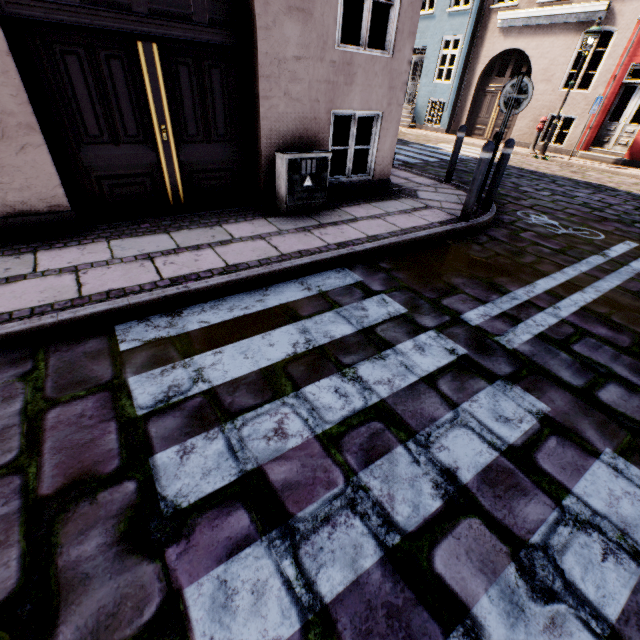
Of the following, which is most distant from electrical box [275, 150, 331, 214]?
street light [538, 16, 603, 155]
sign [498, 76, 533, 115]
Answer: street light [538, 16, 603, 155]

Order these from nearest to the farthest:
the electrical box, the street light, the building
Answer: the building
the electrical box
the street light

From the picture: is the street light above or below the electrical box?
above

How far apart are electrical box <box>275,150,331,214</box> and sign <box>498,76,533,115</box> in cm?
321

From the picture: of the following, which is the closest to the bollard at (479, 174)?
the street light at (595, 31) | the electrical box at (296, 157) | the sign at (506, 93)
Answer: the sign at (506, 93)

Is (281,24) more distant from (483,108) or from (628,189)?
(483,108)

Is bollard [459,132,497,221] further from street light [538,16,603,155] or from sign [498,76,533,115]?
street light [538,16,603,155]

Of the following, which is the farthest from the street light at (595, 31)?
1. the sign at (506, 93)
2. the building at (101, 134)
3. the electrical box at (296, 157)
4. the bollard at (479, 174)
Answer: the electrical box at (296, 157)
